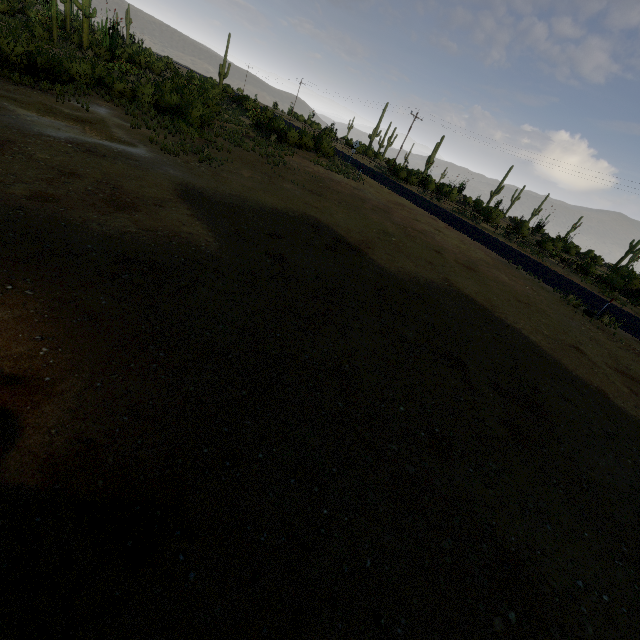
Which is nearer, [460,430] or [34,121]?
[460,430]
